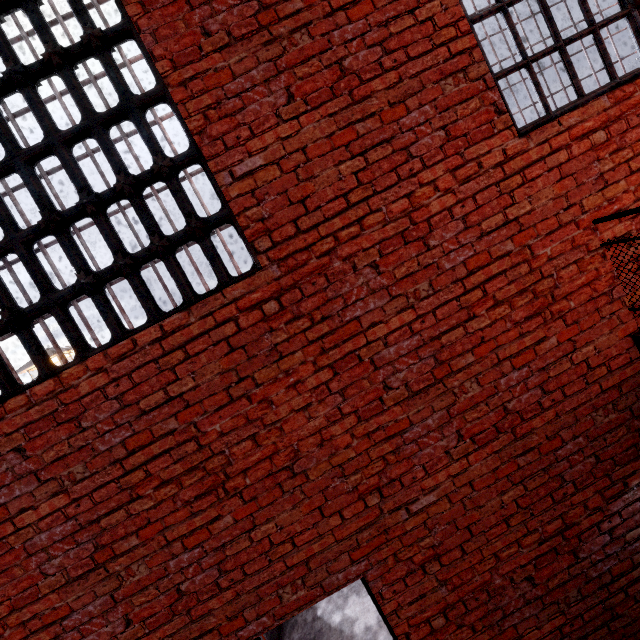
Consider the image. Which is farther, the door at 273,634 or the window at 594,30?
the door at 273,634

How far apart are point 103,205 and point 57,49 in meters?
1.1 m

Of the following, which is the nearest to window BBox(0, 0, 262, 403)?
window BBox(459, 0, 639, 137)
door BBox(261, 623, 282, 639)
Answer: window BBox(459, 0, 639, 137)

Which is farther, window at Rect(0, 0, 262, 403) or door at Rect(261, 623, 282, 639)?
door at Rect(261, 623, 282, 639)

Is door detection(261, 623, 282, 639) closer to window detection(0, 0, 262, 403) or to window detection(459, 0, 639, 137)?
window detection(0, 0, 262, 403)

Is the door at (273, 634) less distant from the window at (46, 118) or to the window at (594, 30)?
the window at (46, 118)
